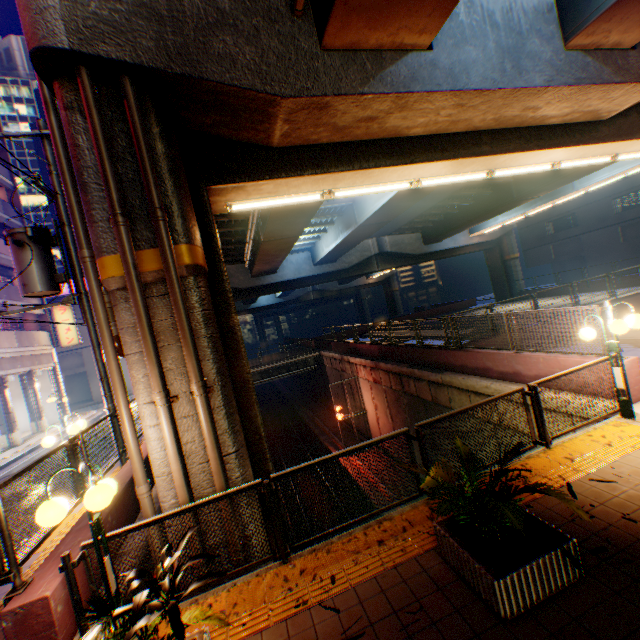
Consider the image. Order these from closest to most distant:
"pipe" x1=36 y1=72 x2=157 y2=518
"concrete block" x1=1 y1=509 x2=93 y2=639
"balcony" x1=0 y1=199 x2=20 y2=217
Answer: "concrete block" x1=1 y1=509 x2=93 y2=639 → "pipe" x1=36 y1=72 x2=157 y2=518 → "balcony" x1=0 y1=199 x2=20 y2=217

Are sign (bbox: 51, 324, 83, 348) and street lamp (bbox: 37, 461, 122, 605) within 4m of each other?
no

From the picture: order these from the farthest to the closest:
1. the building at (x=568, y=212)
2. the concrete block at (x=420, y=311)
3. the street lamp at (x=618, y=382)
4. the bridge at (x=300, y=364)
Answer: the concrete block at (x=420, y=311) < the building at (x=568, y=212) < the bridge at (x=300, y=364) < the street lamp at (x=618, y=382)

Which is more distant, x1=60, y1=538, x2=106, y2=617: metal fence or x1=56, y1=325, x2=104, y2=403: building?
x1=56, y1=325, x2=104, y2=403: building

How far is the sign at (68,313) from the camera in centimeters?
2444cm

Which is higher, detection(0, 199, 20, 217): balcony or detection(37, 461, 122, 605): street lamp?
detection(0, 199, 20, 217): balcony

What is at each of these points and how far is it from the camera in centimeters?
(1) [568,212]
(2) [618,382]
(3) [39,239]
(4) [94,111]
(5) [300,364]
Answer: (1) building, 3766cm
(2) street lamp, 627cm
(3) electric pole, 786cm
(4) pipe, 462cm
(5) bridge, 3212cm

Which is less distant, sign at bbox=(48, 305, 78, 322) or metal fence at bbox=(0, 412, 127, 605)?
metal fence at bbox=(0, 412, 127, 605)
